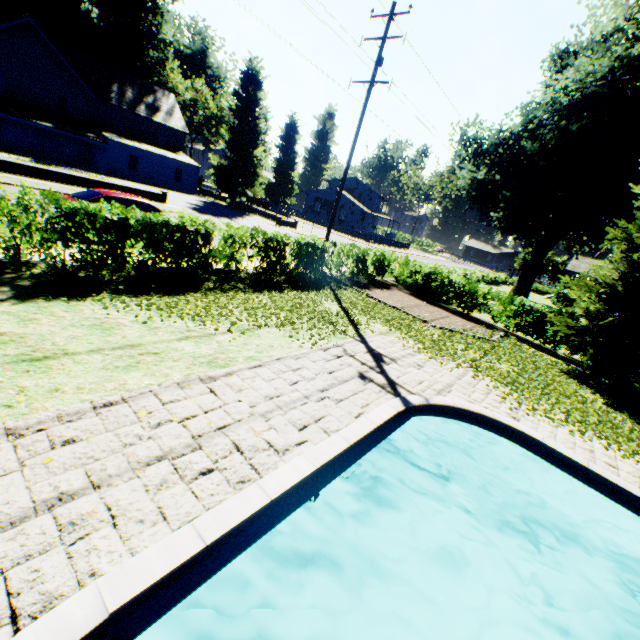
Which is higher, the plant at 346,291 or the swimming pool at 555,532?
the plant at 346,291

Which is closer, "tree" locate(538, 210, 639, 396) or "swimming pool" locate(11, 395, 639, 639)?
"swimming pool" locate(11, 395, 639, 639)

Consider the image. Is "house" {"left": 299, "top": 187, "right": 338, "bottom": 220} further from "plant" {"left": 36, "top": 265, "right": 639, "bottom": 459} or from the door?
the door

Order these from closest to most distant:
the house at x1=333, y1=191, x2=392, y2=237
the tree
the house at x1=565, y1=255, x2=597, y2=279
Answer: the tree → the house at x1=565, y1=255, x2=597, y2=279 → the house at x1=333, y1=191, x2=392, y2=237

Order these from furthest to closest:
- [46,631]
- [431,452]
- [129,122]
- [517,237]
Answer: [129,122] → [517,237] → [431,452] → [46,631]

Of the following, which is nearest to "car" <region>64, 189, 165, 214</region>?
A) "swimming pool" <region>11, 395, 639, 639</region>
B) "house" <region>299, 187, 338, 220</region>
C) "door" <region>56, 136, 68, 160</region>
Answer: "swimming pool" <region>11, 395, 639, 639</region>

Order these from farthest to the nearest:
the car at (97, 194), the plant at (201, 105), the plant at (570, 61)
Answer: the plant at (201, 105)
the plant at (570, 61)
the car at (97, 194)

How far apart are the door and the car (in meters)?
31.00
